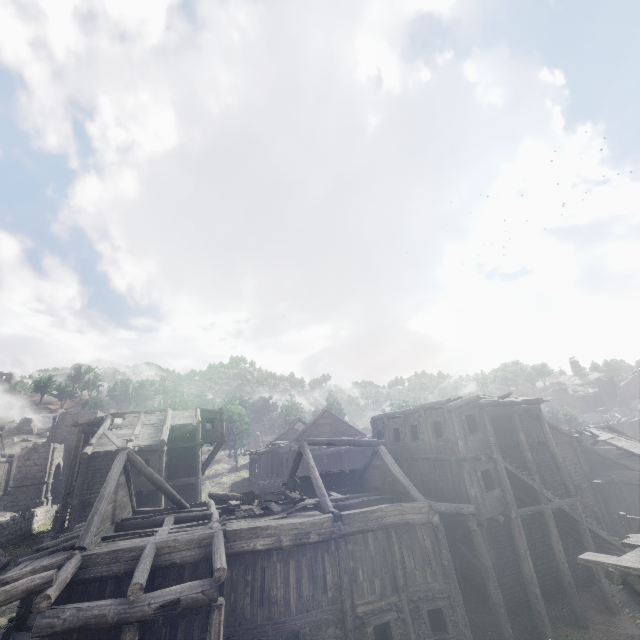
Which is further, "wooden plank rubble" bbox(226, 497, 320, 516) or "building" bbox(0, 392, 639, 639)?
"wooden plank rubble" bbox(226, 497, 320, 516)

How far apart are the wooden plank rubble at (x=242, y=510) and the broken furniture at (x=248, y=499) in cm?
1

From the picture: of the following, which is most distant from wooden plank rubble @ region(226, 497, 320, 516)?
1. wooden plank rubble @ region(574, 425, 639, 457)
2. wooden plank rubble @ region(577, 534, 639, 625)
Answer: wooden plank rubble @ region(574, 425, 639, 457)

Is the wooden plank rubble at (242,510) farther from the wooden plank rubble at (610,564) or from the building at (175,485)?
the wooden plank rubble at (610,564)

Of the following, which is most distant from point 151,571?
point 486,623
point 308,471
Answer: point 308,471

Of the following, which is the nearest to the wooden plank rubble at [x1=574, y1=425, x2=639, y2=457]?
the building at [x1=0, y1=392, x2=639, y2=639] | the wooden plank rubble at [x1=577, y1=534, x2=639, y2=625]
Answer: the building at [x1=0, y1=392, x2=639, y2=639]

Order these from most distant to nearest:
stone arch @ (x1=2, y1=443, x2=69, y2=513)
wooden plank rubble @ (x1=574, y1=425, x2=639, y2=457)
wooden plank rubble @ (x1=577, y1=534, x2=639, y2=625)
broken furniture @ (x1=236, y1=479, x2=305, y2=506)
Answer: stone arch @ (x1=2, y1=443, x2=69, y2=513) → wooden plank rubble @ (x1=574, y1=425, x2=639, y2=457) → broken furniture @ (x1=236, y1=479, x2=305, y2=506) → wooden plank rubble @ (x1=577, y1=534, x2=639, y2=625)

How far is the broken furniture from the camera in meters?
15.8 m
